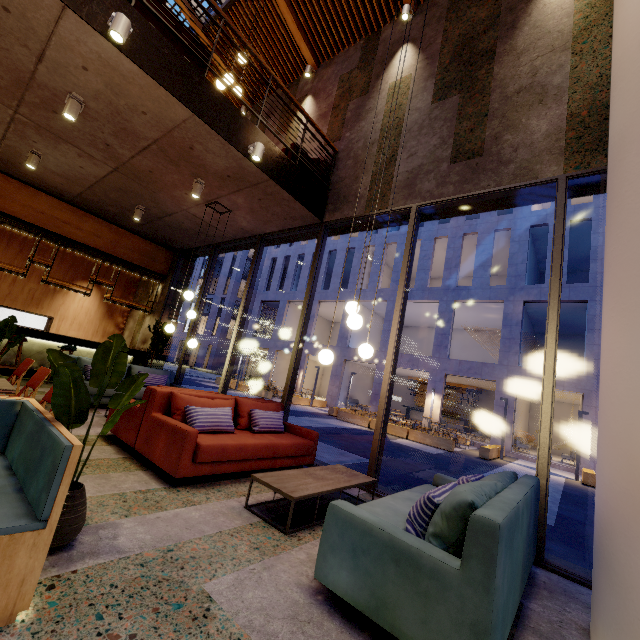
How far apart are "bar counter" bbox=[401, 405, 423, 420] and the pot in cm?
2667

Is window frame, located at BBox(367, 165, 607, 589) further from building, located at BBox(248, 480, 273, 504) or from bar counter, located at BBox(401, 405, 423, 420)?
bar counter, located at BBox(401, 405, 423, 420)

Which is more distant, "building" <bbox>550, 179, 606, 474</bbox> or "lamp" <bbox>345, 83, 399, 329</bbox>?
"building" <bbox>550, 179, 606, 474</bbox>

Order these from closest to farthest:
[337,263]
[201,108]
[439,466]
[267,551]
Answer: [267,551] < [201,108] < [439,466] < [337,263]

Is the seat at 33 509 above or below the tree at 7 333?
below

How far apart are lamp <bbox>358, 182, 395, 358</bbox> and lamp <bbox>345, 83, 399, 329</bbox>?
0.29m

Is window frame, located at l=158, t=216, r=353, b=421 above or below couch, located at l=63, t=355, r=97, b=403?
above

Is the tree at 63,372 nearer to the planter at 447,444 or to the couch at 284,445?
the couch at 284,445
